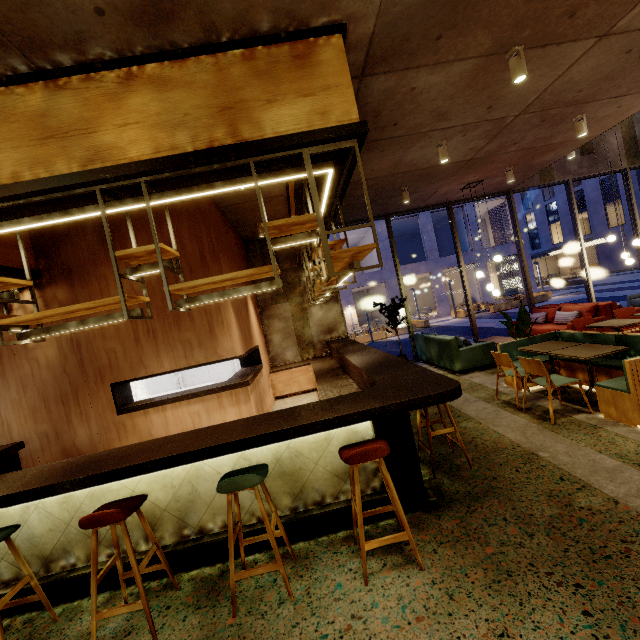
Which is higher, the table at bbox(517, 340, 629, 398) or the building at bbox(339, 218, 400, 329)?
the building at bbox(339, 218, 400, 329)

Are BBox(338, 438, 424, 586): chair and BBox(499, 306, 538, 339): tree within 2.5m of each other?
no

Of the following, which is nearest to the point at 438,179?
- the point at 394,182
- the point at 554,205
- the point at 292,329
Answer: the point at 394,182

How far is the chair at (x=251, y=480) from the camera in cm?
239

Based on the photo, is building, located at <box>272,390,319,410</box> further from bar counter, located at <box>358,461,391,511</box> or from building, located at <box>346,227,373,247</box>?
building, located at <box>346,227,373,247</box>

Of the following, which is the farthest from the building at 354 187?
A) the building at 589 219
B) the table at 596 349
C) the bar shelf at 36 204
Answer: the building at 589 219

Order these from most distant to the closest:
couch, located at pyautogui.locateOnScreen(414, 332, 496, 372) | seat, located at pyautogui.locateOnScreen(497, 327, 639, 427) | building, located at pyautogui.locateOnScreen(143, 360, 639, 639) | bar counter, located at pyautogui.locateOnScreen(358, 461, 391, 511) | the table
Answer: couch, located at pyautogui.locateOnScreen(414, 332, 496, 372), the table, seat, located at pyautogui.locateOnScreen(497, 327, 639, 427), bar counter, located at pyautogui.locateOnScreen(358, 461, 391, 511), building, located at pyautogui.locateOnScreen(143, 360, 639, 639)

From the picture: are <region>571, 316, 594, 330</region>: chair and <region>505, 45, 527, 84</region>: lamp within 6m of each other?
yes
